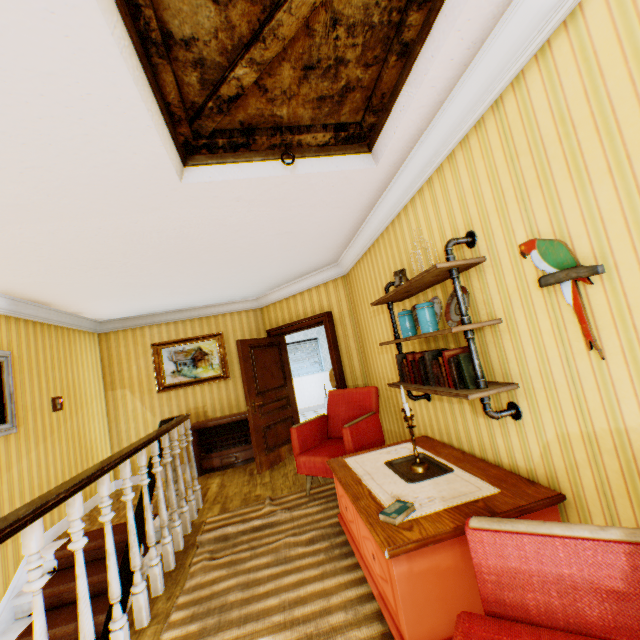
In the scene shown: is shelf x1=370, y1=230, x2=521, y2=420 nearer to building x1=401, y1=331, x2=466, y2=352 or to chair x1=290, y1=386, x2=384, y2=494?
building x1=401, y1=331, x2=466, y2=352

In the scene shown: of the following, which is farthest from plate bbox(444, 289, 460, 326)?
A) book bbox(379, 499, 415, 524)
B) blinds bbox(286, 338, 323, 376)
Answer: blinds bbox(286, 338, 323, 376)

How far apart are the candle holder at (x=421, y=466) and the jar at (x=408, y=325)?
0.6 meters

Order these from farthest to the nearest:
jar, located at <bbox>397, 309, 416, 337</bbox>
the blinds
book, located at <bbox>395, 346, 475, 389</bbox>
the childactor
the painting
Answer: the blinds, the painting, the childactor, jar, located at <bbox>397, 309, 416, 337</bbox>, book, located at <bbox>395, 346, 475, 389</bbox>

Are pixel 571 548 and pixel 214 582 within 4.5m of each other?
yes

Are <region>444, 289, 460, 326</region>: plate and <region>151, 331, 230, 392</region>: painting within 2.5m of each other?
no

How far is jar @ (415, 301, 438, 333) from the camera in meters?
2.5

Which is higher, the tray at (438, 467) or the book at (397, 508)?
the book at (397, 508)
